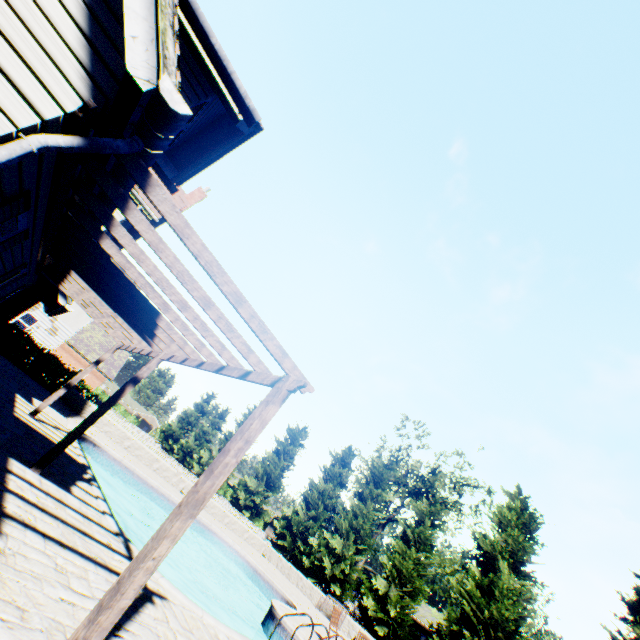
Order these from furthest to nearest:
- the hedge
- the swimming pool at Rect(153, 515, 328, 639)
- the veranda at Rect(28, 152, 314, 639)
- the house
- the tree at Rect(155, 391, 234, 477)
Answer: the tree at Rect(155, 391, 234, 477)
the house
the hedge
the swimming pool at Rect(153, 515, 328, 639)
the veranda at Rect(28, 152, 314, 639)

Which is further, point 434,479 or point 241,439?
point 434,479

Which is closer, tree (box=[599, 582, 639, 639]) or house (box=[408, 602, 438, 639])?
tree (box=[599, 582, 639, 639])

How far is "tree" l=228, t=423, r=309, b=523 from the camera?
32.2 meters

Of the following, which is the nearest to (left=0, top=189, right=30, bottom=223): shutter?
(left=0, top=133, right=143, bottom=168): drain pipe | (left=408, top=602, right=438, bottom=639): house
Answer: (left=0, top=133, right=143, bottom=168): drain pipe

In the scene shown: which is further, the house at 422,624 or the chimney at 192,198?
the house at 422,624

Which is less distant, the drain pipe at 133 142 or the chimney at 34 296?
the drain pipe at 133 142

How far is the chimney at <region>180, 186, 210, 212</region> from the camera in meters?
17.3 m
